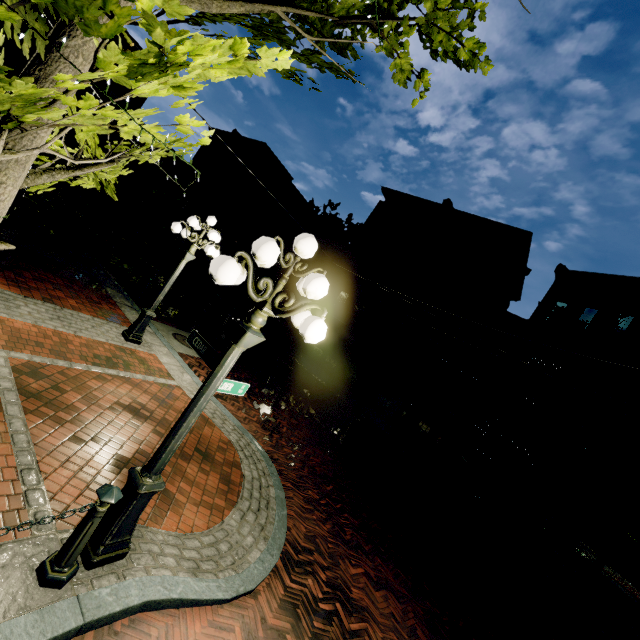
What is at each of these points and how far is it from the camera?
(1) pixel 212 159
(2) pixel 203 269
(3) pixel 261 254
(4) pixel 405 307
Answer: (1) building, 37.8m
(2) building, 31.1m
(3) light, 2.7m
(4) tree, 17.5m

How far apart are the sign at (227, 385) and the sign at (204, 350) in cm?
17

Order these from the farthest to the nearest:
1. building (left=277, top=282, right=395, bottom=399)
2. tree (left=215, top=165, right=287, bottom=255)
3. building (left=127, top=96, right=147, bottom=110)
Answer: building (left=127, top=96, right=147, bottom=110) < tree (left=215, top=165, right=287, bottom=255) < building (left=277, top=282, right=395, bottom=399)

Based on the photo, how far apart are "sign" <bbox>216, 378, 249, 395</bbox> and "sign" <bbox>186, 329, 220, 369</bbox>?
0.2 meters

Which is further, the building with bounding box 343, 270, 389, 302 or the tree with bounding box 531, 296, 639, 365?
the building with bounding box 343, 270, 389, 302

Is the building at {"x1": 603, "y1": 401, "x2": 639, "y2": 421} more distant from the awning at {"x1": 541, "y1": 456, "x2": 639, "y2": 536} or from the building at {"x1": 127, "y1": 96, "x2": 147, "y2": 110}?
the building at {"x1": 127, "y1": 96, "x2": 147, "y2": 110}

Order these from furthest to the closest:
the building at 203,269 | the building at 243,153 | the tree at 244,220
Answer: the building at 243,153 < the building at 203,269 < the tree at 244,220
